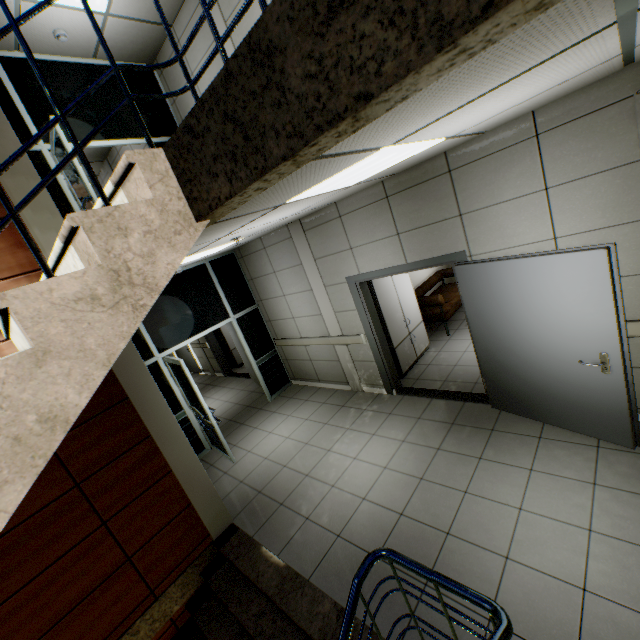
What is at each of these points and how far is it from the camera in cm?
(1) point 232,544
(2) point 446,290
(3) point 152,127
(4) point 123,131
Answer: (1) stairs, 381
(2) sofa, 799
(3) doorway, 576
(4) doorway, 543

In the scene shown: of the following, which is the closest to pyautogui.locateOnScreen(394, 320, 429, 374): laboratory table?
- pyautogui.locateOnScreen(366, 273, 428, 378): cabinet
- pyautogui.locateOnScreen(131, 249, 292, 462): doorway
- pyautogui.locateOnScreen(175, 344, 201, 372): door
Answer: pyautogui.locateOnScreen(366, 273, 428, 378): cabinet

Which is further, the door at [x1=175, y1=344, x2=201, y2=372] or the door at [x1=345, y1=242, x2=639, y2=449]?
the door at [x1=175, y1=344, x2=201, y2=372]

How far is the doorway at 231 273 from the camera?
5.4 meters

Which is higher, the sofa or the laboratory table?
the sofa

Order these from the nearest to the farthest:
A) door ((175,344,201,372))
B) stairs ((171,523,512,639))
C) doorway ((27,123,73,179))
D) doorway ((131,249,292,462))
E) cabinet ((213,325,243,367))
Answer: stairs ((171,523,512,639)) < doorway ((27,123,73,179)) < doorway ((131,249,292,462)) < cabinet ((213,325,243,367)) < door ((175,344,201,372))

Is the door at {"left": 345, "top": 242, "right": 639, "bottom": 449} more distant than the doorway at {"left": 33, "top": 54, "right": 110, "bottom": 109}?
No

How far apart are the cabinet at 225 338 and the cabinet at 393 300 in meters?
5.3
